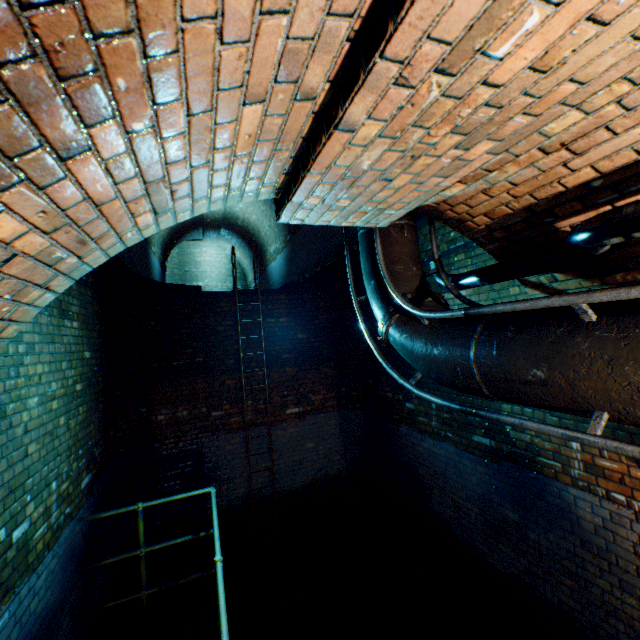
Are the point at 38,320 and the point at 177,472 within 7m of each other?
yes

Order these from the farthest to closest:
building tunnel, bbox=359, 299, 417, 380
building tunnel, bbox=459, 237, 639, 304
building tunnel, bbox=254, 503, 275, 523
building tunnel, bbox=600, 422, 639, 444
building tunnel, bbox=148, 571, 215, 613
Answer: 1. building tunnel, bbox=254, 503, 275, 523
2. building tunnel, bbox=359, 299, 417, 380
3. building tunnel, bbox=148, 571, 215, 613
4. building tunnel, bbox=600, 422, 639, 444
5. building tunnel, bbox=459, 237, 639, 304

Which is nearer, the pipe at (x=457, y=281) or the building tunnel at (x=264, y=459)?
the pipe at (x=457, y=281)

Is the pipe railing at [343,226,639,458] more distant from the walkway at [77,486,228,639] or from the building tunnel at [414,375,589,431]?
the walkway at [77,486,228,639]

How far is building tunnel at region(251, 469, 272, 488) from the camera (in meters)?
6.18

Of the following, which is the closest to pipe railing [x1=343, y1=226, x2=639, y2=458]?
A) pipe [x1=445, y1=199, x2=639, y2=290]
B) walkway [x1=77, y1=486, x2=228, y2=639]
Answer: pipe [x1=445, y1=199, x2=639, y2=290]

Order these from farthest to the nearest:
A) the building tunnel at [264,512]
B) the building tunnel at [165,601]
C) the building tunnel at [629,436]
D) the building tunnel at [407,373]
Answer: the building tunnel at [264,512] → the building tunnel at [407,373] → the building tunnel at [165,601] → the building tunnel at [629,436]
